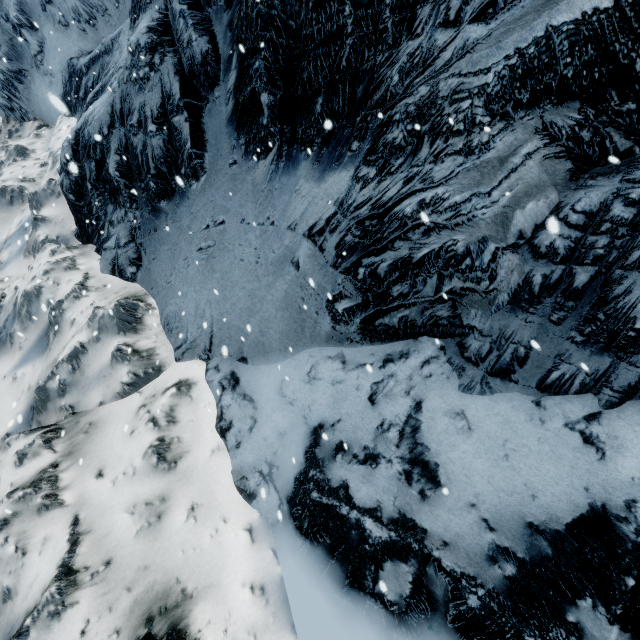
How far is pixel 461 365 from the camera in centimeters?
346cm
